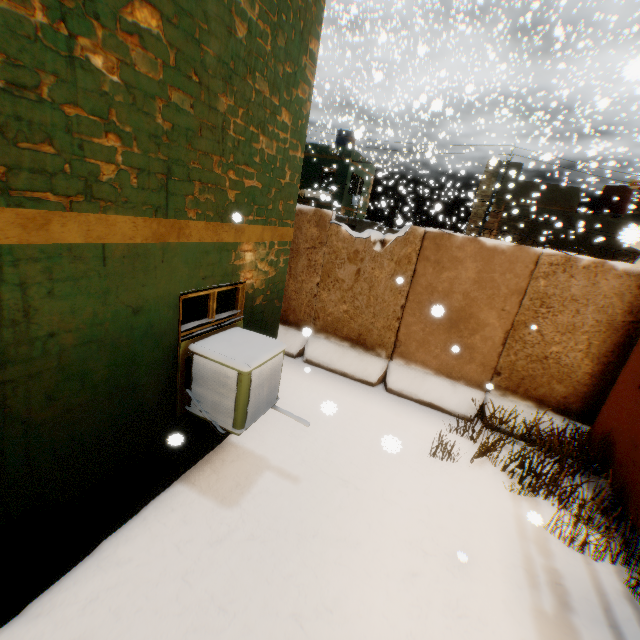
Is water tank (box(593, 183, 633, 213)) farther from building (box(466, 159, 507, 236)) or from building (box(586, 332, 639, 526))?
building (box(466, 159, 507, 236))

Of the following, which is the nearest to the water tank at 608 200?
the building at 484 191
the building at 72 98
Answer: the building at 72 98

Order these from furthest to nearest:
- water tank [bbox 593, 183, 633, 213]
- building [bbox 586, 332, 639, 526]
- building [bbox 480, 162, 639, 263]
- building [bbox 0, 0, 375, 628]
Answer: water tank [bbox 593, 183, 633, 213] → building [bbox 480, 162, 639, 263] → building [bbox 586, 332, 639, 526] → building [bbox 0, 0, 375, 628]

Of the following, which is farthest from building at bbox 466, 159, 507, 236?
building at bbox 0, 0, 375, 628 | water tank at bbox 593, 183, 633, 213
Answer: water tank at bbox 593, 183, 633, 213

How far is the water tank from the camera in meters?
21.2

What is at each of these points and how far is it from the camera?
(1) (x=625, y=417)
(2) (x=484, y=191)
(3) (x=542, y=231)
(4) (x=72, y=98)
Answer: (1) building, 4.68m
(2) building, 22.02m
(3) building, 21.06m
(4) building, 1.90m
